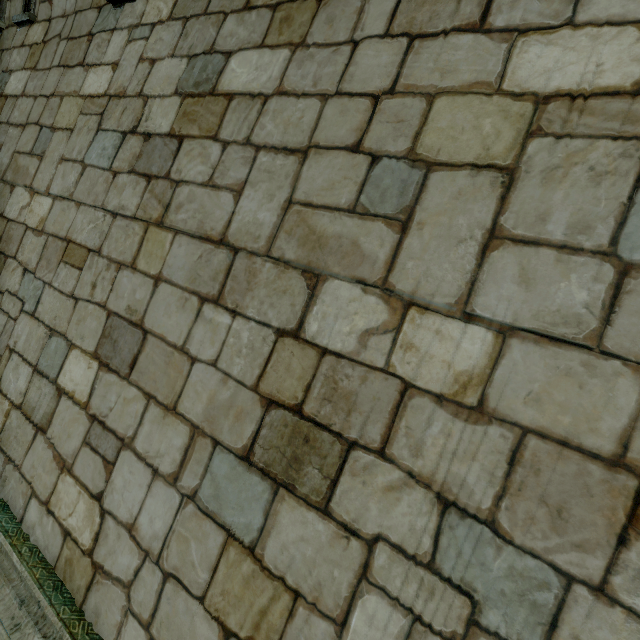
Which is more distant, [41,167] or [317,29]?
[41,167]

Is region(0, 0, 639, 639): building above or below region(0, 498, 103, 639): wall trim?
above

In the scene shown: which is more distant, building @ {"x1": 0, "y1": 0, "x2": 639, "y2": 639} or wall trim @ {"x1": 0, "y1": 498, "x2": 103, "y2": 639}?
wall trim @ {"x1": 0, "y1": 498, "x2": 103, "y2": 639}

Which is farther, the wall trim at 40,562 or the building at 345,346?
the wall trim at 40,562

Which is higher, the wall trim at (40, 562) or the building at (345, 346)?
the building at (345, 346)
